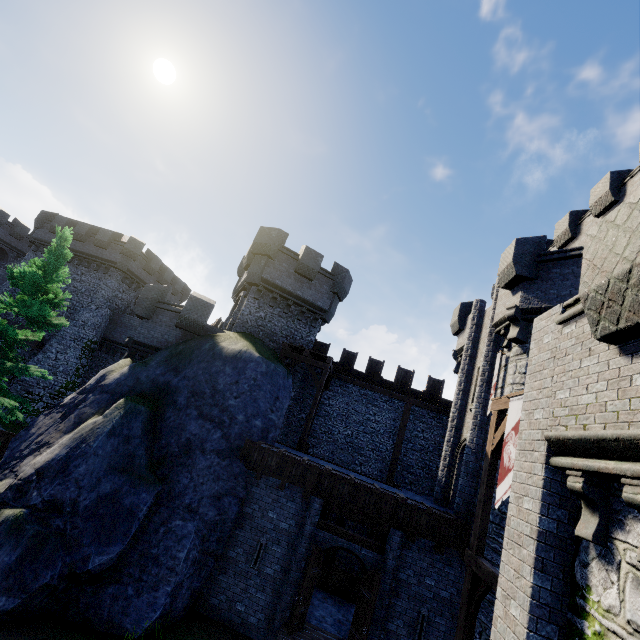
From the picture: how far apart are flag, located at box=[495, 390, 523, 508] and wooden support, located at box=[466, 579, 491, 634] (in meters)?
1.83

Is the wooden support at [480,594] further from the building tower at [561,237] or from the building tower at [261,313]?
the building tower at [261,313]

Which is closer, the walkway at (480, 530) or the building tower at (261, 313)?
the walkway at (480, 530)

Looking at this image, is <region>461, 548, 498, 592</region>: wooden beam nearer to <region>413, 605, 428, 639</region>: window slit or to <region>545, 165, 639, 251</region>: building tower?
<region>413, 605, 428, 639</region>: window slit

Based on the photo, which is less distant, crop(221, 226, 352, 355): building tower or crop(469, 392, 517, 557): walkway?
crop(469, 392, 517, 557): walkway

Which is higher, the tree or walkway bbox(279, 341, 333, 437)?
walkway bbox(279, 341, 333, 437)

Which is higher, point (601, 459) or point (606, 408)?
point (606, 408)

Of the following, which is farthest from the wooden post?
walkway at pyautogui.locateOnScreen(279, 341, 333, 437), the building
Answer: the building
